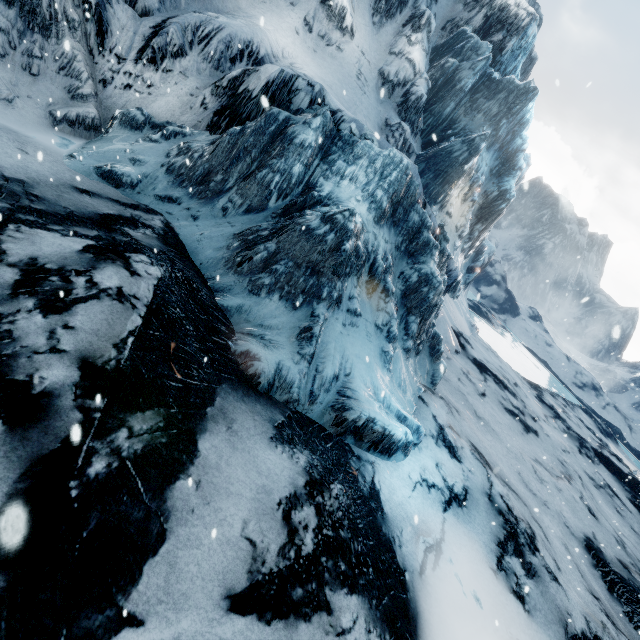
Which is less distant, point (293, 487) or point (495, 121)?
point (293, 487)
